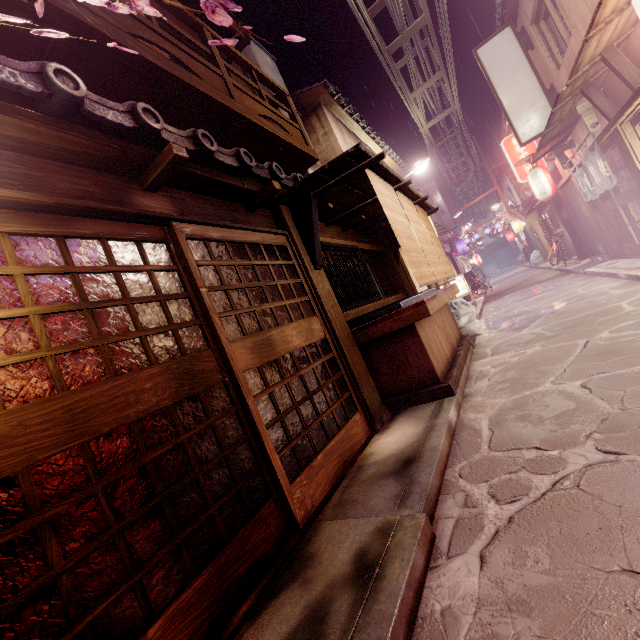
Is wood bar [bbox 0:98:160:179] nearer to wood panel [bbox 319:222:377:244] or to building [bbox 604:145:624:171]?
wood panel [bbox 319:222:377:244]

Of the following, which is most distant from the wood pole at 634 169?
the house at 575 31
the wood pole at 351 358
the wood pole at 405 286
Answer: the wood pole at 351 358

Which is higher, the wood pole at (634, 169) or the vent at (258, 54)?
the vent at (258, 54)

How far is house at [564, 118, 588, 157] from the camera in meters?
15.1 m

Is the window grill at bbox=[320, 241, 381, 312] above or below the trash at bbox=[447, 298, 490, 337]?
above

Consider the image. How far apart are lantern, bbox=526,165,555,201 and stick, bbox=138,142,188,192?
21.9m

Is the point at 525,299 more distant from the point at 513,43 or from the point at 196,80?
the point at 196,80

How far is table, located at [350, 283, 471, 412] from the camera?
7.71m
